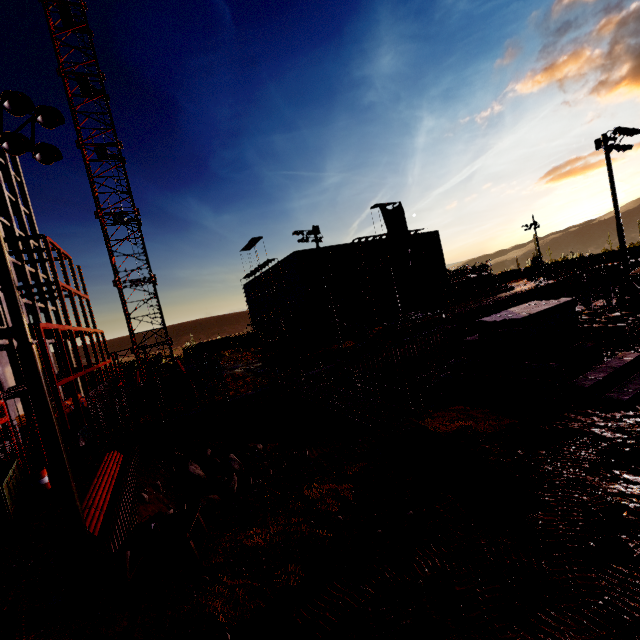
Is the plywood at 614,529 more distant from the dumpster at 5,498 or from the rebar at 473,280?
the rebar at 473,280

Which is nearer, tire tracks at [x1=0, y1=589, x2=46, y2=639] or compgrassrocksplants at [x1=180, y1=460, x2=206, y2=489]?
tire tracks at [x1=0, y1=589, x2=46, y2=639]

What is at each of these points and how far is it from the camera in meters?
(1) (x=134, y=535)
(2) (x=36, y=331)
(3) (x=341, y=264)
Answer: (1) toolbox, 7.1
(2) steel beam, 20.4
(3) concrete column, 45.5

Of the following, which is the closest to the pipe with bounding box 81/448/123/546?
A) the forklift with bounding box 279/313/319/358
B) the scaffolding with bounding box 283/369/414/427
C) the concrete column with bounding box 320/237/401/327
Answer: the scaffolding with bounding box 283/369/414/427

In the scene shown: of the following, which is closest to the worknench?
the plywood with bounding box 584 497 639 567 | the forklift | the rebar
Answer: the plywood with bounding box 584 497 639 567

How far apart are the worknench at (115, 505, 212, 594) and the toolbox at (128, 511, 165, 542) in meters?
0.0 m

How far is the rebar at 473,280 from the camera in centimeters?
4981cm

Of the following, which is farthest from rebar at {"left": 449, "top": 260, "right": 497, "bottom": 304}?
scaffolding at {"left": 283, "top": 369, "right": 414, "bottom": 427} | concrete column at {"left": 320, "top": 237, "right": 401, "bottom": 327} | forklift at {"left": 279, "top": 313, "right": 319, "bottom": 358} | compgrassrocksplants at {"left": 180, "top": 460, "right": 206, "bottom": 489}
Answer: compgrassrocksplants at {"left": 180, "top": 460, "right": 206, "bottom": 489}
